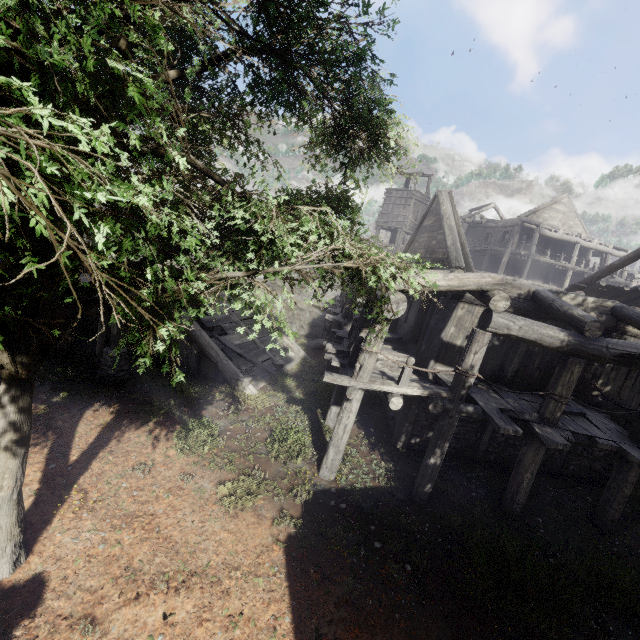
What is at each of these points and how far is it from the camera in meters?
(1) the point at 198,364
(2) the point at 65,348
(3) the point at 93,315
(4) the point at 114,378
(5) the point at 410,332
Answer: (1) building, 13.0
(2) building, 12.9
(3) building, 11.9
(4) wooden lamp post, 11.1
(5) building, 11.9

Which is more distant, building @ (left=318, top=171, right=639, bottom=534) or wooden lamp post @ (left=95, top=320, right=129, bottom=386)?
wooden lamp post @ (left=95, top=320, right=129, bottom=386)

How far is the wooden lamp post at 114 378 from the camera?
10.99m

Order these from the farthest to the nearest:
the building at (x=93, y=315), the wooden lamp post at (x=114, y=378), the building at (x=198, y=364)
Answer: the building at (x=198, y=364)
the building at (x=93, y=315)
the wooden lamp post at (x=114, y=378)

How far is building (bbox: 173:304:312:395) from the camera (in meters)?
12.51

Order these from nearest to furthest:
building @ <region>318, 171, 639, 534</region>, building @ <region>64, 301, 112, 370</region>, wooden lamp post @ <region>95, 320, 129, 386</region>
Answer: building @ <region>318, 171, 639, 534</region> < wooden lamp post @ <region>95, 320, 129, 386</region> < building @ <region>64, 301, 112, 370</region>

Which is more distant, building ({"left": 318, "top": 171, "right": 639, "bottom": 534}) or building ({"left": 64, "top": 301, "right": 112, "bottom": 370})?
building ({"left": 64, "top": 301, "right": 112, "bottom": 370})
